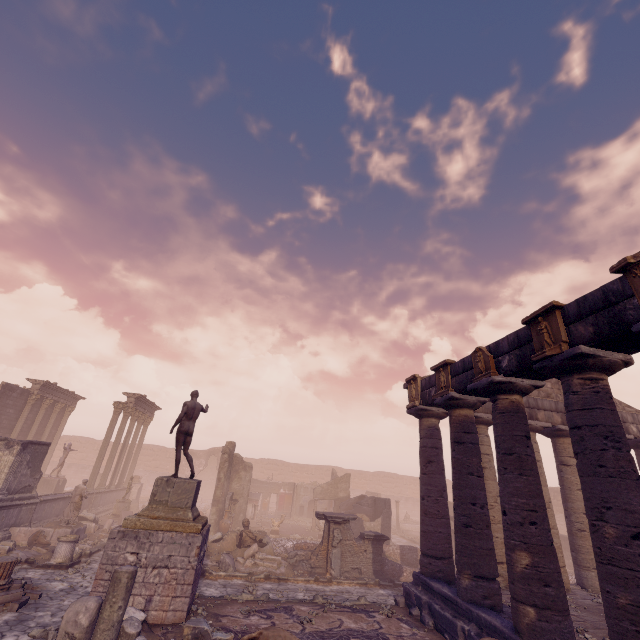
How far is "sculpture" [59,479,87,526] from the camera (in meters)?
14.19

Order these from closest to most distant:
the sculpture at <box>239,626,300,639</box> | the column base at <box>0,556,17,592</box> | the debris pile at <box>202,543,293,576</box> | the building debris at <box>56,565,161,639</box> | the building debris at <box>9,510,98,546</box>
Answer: the building debris at <box>56,565,161,639</box>
the sculpture at <box>239,626,300,639</box>
the column base at <box>0,556,17,592</box>
the debris pile at <box>202,543,293,576</box>
the building debris at <box>9,510,98,546</box>

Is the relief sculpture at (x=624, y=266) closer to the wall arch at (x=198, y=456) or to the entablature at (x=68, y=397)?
the entablature at (x=68, y=397)

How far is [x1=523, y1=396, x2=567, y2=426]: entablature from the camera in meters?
13.3 m

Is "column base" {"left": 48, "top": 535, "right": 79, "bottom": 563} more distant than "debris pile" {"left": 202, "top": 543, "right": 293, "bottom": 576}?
No

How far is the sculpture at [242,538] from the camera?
14.0 meters

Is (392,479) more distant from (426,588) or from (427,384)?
(427,384)

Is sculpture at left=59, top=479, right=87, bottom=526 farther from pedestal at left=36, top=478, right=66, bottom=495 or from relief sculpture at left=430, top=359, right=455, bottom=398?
relief sculpture at left=430, top=359, right=455, bottom=398
